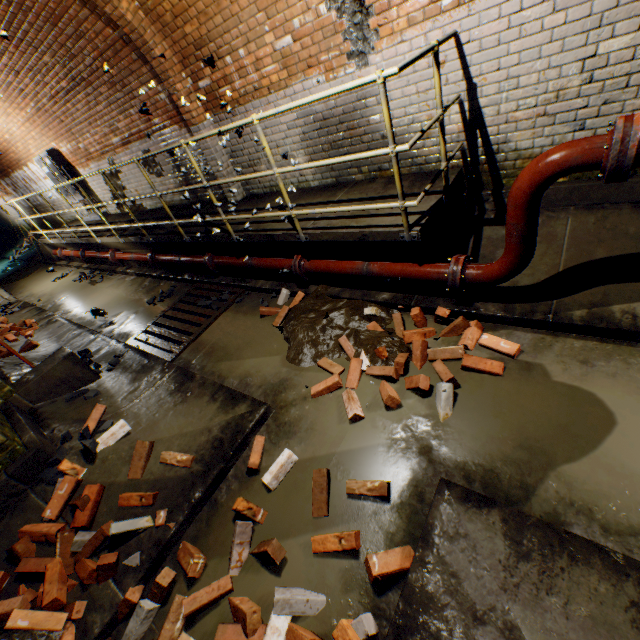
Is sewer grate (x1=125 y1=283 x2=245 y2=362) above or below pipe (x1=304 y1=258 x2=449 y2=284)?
below

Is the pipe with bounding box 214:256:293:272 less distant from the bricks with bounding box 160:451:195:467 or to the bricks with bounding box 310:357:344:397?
the bricks with bounding box 310:357:344:397

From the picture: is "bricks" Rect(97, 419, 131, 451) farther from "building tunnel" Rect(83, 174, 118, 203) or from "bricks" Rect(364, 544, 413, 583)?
"bricks" Rect(364, 544, 413, 583)

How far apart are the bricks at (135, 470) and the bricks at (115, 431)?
0.19m

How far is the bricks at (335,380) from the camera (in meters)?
3.11

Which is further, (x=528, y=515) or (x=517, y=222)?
(x=517, y=222)

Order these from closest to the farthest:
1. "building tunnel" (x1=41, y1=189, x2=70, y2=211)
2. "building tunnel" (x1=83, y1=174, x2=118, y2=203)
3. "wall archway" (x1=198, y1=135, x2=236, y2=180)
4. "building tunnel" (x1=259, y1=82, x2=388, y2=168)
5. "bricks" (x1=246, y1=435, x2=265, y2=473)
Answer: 1. "bricks" (x1=246, y1=435, x2=265, y2=473)
2. "building tunnel" (x1=259, y1=82, x2=388, y2=168)
3. "wall archway" (x1=198, y1=135, x2=236, y2=180)
4. "building tunnel" (x1=83, y1=174, x2=118, y2=203)
5. "building tunnel" (x1=41, y1=189, x2=70, y2=211)

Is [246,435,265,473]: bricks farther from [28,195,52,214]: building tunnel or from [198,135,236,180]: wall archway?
[198,135,236,180]: wall archway
